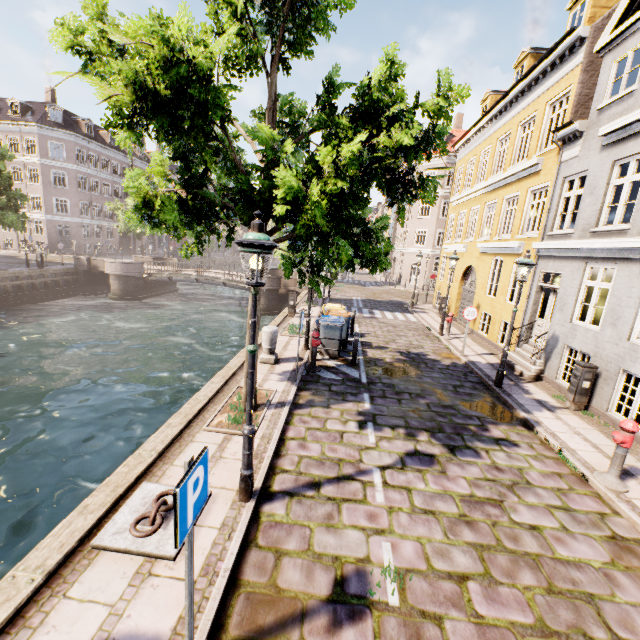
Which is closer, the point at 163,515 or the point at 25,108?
the point at 163,515

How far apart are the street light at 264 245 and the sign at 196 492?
1.54m

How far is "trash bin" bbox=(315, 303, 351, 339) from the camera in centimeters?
1086cm

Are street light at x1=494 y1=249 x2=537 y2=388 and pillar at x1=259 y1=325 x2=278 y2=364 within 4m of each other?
no

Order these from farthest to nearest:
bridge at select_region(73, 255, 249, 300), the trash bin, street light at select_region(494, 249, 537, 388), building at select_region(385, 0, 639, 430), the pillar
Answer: bridge at select_region(73, 255, 249, 300)
the trash bin
the pillar
street light at select_region(494, 249, 537, 388)
building at select_region(385, 0, 639, 430)

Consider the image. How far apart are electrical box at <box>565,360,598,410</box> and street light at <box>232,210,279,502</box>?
8.4 meters

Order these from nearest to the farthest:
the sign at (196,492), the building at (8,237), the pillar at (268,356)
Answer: the sign at (196,492)
the pillar at (268,356)
the building at (8,237)

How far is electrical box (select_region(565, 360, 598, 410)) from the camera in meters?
8.2
